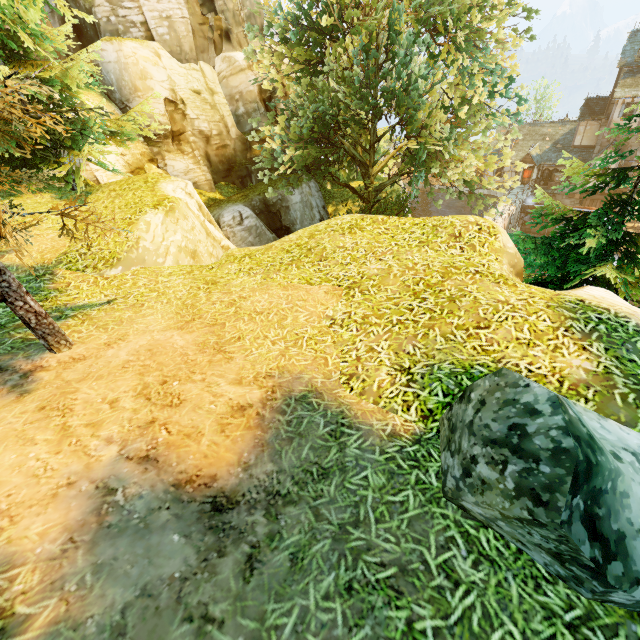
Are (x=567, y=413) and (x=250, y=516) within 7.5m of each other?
yes

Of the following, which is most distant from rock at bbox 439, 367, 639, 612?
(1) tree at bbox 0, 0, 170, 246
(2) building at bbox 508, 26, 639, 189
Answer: (2) building at bbox 508, 26, 639, 189

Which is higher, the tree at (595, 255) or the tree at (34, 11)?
the tree at (34, 11)

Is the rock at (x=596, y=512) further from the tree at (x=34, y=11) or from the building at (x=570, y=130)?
the building at (x=570, y=130)

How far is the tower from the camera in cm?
3584

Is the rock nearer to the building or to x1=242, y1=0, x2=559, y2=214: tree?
x1=242, y1=0, x2=559, y2=214: tree
